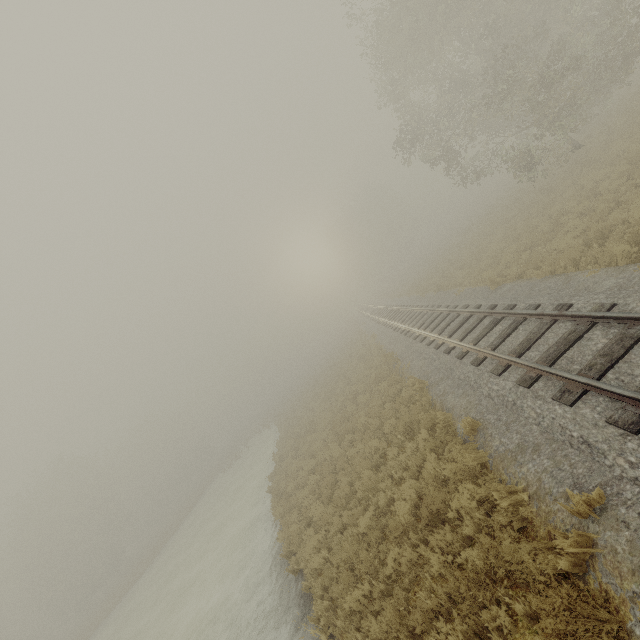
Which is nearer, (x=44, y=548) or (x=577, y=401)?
(x=577, y=401)
